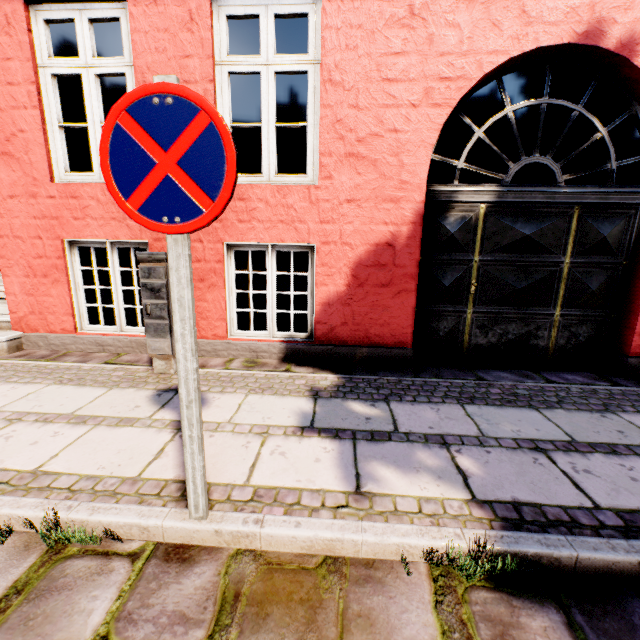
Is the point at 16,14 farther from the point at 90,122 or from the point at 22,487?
the point at 22,487

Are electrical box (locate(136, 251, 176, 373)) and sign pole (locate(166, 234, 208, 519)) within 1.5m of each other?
no

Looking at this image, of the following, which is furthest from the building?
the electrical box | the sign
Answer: the electrical box

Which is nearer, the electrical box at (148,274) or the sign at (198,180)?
the sign at (198,180)

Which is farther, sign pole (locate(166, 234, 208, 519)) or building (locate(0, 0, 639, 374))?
building (locate(0, 0, 639, 374))

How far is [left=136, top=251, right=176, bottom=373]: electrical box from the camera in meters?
3.2 m

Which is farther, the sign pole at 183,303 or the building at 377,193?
the building at 377,193
